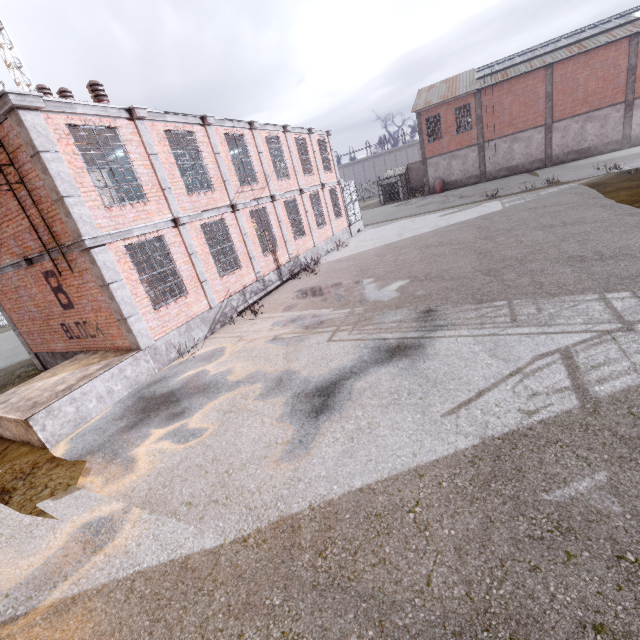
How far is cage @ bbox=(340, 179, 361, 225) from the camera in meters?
23.2 m

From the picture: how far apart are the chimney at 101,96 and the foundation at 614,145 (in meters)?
38.75

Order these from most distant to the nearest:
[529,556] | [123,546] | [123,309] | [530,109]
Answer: [530,109] → [123,309] → [123,546] → [529,556]

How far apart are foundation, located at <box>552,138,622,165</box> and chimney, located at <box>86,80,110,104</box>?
38.7 meters

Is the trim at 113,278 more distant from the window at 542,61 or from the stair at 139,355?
the window at 542,61

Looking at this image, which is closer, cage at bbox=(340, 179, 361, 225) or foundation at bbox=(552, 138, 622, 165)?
cage at bbox=(340, 179, 361, 225)

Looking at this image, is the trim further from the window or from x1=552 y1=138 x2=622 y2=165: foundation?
x1=552 y1=138 x2=622 y2=165: foundation

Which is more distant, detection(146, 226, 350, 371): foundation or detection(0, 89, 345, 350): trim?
detection(146, 226, 350, 371): foundation
